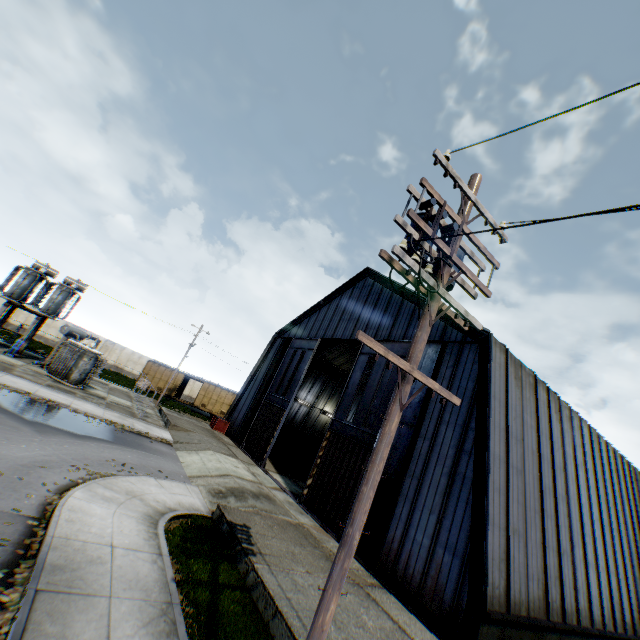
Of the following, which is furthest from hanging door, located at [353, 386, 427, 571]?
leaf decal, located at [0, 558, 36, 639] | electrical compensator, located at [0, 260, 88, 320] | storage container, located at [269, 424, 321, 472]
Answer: electrical compensator, located at [0, 260, 88, 320]

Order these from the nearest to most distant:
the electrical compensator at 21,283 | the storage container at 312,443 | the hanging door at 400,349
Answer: the hanging door at 400,349 < the electrical compensator at 21,283 < the storage container at 312,443

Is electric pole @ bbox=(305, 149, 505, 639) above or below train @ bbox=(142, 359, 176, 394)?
above

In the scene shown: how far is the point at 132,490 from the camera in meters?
11.8

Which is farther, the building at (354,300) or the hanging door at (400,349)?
the building at (354,300)

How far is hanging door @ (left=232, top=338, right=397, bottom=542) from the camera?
16.27m

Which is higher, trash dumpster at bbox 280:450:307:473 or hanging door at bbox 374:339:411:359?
hanging door at bbox 374:339:411:359

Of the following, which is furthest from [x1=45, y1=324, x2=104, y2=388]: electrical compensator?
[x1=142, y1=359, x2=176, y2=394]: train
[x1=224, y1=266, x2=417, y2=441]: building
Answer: [x1=142, y1=359, x2=176, y2=394]: train
